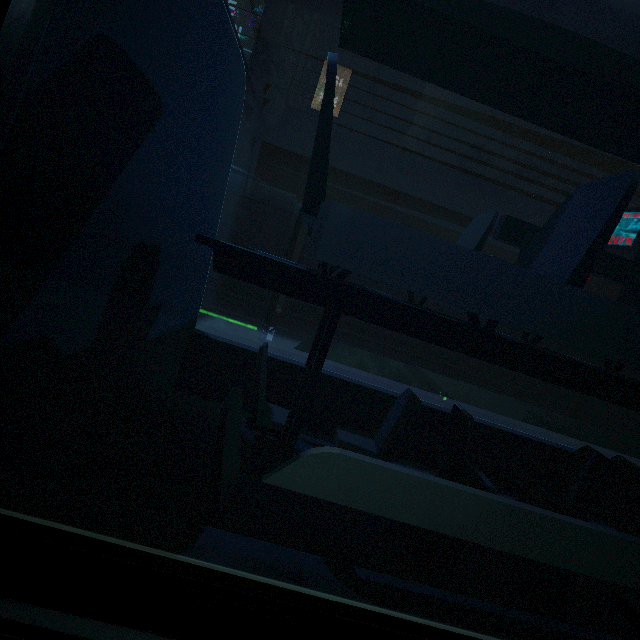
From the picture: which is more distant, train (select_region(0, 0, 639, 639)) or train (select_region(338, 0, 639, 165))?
train (select_region(338, 0, 639, 165))

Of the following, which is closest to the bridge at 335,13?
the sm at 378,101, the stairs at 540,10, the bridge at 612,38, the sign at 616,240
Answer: the stairs at 540,10

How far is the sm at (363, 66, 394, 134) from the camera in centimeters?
2555cm

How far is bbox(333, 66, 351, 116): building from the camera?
32.6 meters

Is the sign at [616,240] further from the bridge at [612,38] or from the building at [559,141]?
the bridge at [612,38]

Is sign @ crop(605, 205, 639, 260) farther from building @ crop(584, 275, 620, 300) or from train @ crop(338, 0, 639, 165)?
train @ crop(338, 0, 639, 165)

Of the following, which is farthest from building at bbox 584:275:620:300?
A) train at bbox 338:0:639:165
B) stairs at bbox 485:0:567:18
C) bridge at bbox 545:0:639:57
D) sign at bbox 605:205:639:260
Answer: train at bbox 338:0:639:165

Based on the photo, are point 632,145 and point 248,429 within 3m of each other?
no
